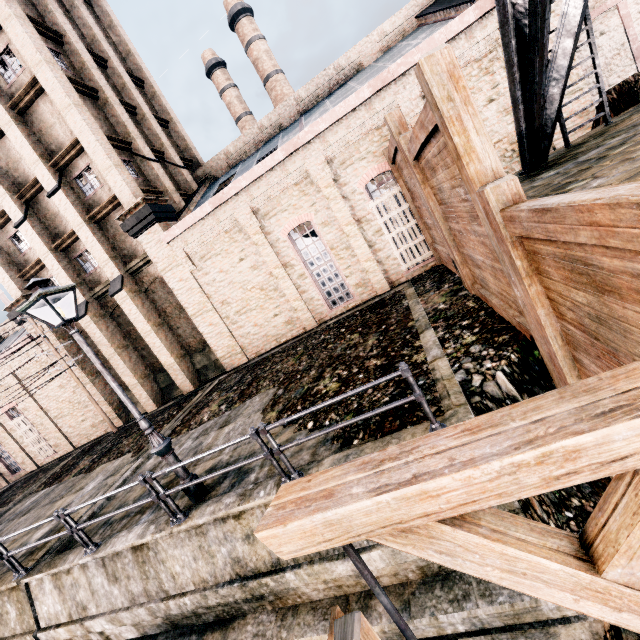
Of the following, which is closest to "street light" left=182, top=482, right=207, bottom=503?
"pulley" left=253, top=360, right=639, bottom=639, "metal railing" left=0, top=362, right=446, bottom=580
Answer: "metal railing" left=0, top=362, right=446, bottom=580

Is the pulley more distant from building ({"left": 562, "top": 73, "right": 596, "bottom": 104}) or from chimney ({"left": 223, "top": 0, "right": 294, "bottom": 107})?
chimney ({"left": 223, "top": 0, "right": 294, "bottom": 107})

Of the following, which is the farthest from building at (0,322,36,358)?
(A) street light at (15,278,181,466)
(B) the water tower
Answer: (A) street light at (15,278,181,466)

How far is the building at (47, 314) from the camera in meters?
20.1

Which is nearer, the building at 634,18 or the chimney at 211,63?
the building at 634,18

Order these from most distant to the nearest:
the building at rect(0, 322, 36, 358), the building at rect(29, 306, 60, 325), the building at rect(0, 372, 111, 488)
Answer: the building at rect(0, 372, 111, 488)
the building at rect(0, 322, 36, 358)
the building at rect(29, 306, 60, 325)

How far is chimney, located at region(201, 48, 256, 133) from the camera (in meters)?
37.25

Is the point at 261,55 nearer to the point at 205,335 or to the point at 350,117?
the point at 350,117
